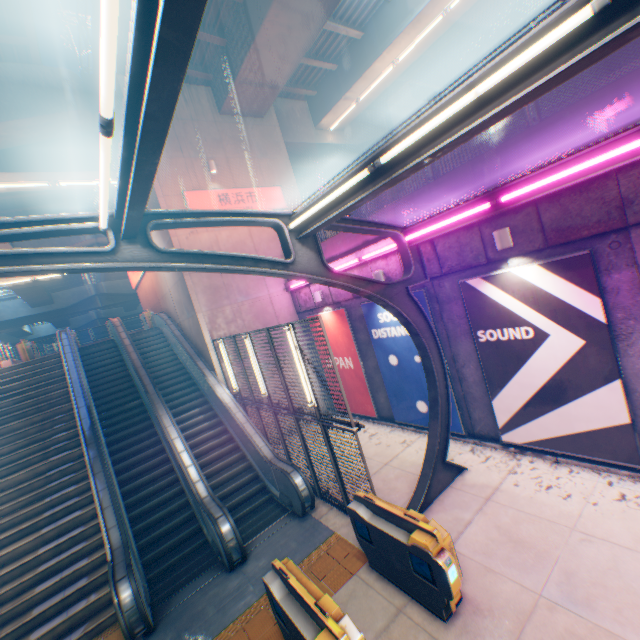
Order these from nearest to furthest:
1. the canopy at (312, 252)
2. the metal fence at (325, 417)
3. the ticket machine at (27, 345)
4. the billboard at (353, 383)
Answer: the canopy at (312, 252)
the metal fence at (325, 417)
the billboard at (353, 383)
the ticket machine at (27, 345)

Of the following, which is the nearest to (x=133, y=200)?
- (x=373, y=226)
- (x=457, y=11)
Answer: (x=373, y=226)

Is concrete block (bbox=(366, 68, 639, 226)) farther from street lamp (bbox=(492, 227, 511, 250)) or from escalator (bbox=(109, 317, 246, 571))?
escalator (bbox=(109, 317, 246, 571))

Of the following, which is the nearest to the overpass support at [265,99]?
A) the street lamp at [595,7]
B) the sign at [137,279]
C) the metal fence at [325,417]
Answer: the metal fence at [325,417]

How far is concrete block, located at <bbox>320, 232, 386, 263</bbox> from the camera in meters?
10.1 m

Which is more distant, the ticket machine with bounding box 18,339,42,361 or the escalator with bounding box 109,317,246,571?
the ticket machine with bounding box 18,339,42,361

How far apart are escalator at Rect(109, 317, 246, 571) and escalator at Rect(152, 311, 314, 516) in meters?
1.4 m

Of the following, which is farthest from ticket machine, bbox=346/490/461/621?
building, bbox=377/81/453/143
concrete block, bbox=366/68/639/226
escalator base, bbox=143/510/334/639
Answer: building, bbox=377/81/453/143
